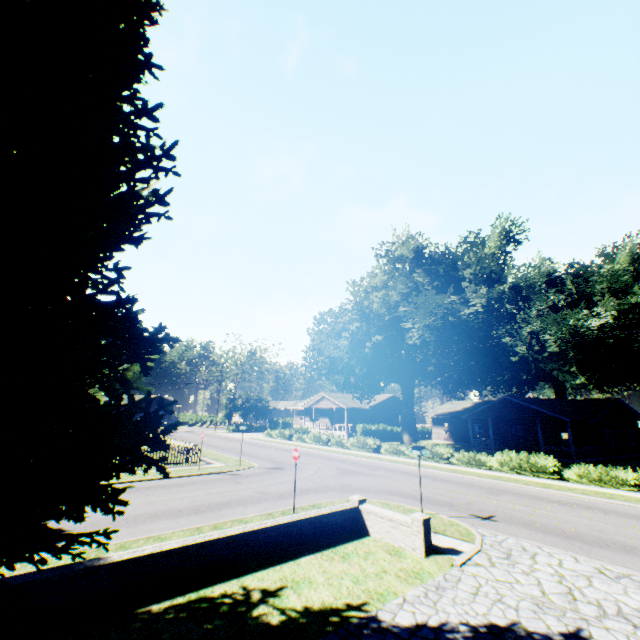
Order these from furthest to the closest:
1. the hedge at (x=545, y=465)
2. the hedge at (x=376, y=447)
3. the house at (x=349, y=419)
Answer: the house at (x=349, y=419) < the hedge at (x=376, y=447) < the hedge at (x=545, y=465)

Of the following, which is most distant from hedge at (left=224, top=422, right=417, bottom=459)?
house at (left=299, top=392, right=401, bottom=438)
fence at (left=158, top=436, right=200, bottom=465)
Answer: fence at (left=158, top=436, right=200, bottom=465)

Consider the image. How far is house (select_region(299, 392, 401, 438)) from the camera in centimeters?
4719cm

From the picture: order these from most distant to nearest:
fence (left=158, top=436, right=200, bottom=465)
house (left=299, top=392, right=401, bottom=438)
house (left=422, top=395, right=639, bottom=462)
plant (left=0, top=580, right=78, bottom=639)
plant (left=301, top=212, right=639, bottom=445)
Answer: house (left=299, top=392, right=401, bottom=438)
house (left=422, top=395, right=639, bottom=462)
plant (left=301, top=212, right=639, bottom=445)
fence (left=158, top=436, right=200, bottom=465)
plant (left=0, top=580, right=78, bottom=639)

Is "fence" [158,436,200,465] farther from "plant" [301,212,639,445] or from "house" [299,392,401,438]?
"house" [299,392,401,438]

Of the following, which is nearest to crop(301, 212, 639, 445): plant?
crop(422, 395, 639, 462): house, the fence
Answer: the fence

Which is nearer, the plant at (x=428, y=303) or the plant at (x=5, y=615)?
the plant at (x=5, y=615)

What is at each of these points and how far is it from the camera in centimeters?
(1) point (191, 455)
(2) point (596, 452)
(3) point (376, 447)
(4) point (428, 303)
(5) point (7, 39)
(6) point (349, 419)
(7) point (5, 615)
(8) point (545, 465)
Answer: (1) fence, 2231cm
(2) house, 3000cm
(3) hedge, 3080cm
(4) plant, 3344cm
(5) plant, 552cm
(6) house, 5184cm
(7) plant, 398cm
(8) hedge, 1989cm
